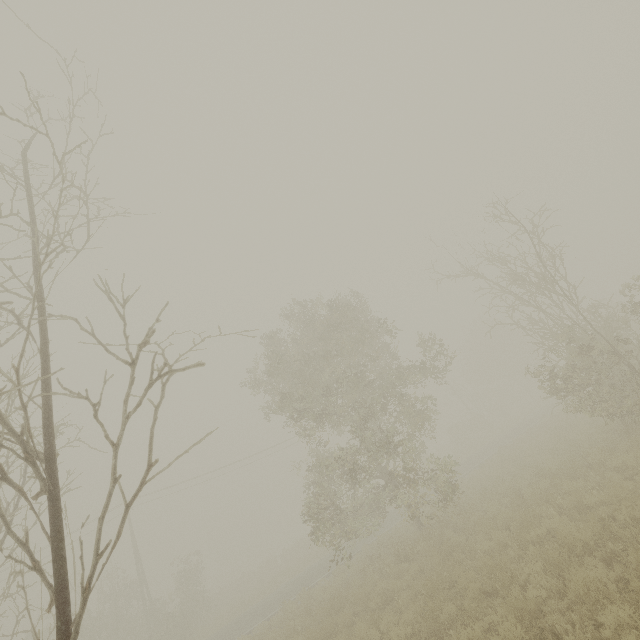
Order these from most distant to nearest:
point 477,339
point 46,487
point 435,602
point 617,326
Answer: point 477,339 < point 617,326 < point 435,602 < point 46,487

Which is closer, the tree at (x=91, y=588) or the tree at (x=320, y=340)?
the tree at (x=91, y=588)

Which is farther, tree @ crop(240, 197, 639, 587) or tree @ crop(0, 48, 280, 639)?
tree @ crop(240, 197, 639, 587)
